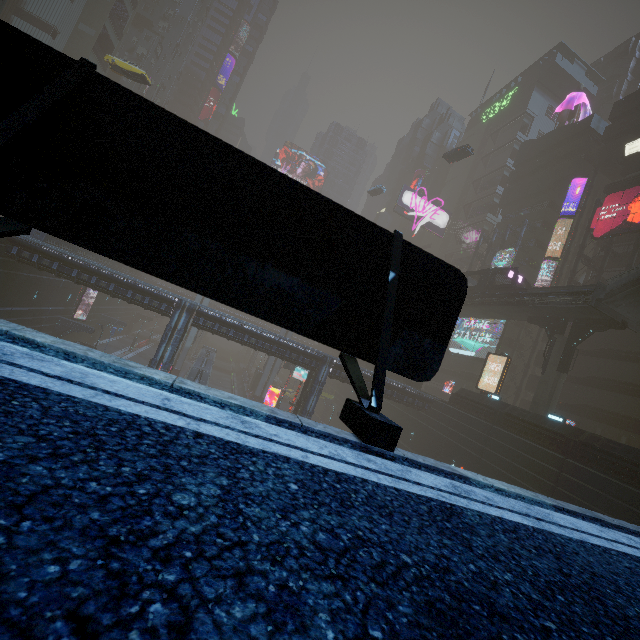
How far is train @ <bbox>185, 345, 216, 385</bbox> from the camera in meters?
33.8

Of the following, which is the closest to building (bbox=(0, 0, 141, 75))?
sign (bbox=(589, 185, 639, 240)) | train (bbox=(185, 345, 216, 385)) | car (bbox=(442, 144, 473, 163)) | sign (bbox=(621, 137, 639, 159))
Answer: sign (bbox=(621, 137, 639, 159))

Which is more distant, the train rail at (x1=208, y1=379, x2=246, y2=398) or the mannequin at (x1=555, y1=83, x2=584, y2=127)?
the train rail at (x1=208, y1=379, x2=246, y2=398)

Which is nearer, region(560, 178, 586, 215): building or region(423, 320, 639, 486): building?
region(423, 320, 639, 486): building

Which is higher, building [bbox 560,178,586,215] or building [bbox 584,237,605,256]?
building [bbox 560,178,586,215]

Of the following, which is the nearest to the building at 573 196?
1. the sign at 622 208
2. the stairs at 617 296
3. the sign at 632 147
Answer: the sign at 632 147

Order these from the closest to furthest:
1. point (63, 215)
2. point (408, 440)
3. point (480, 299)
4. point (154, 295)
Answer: point (63, 215) → point (154, 295) → point (480, 299) → point (408, 440)

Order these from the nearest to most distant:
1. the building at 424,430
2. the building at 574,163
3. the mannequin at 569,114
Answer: the building at 424,430
the building at 574,163
the mannequin at 569,114
